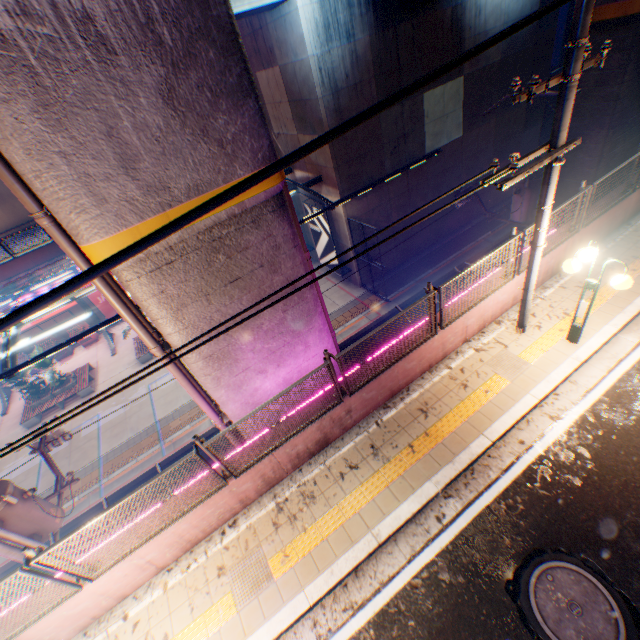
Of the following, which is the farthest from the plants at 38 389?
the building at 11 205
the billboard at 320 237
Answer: the building at 11 205

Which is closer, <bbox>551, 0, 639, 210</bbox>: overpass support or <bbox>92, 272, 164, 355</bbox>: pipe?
<bbox>92, 272, 164, 355</bbox>: pipe

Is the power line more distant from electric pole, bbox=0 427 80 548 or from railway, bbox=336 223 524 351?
railway, bbox=336 223 524 351

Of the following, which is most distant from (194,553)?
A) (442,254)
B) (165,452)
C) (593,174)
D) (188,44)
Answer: (442,254)

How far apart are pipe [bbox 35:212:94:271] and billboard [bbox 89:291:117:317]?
20.9 meters

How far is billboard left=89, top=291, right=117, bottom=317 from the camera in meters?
23.7

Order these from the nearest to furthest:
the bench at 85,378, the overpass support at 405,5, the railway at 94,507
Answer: the overpass support at 405,5 < the railway at 94,507 < the bench at 85,378

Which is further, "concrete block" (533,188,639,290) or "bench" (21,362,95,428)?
"bench" (21,362,95,428)
